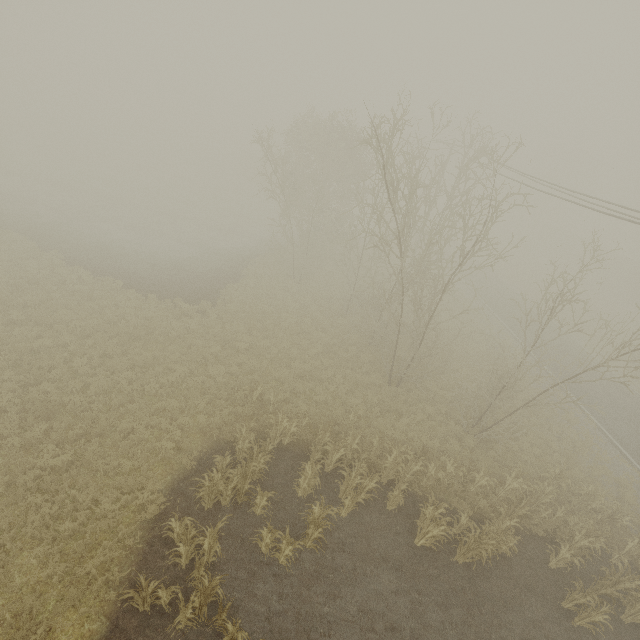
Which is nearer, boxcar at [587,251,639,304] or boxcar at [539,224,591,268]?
boxcar at [587,251,639,304]

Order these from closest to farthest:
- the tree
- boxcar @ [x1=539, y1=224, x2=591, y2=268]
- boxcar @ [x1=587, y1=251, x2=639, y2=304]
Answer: the tree, boxcar @ [x1=587, y1=251, x2=639, y2=304], boxcar @ [x1=539, y1=224, x2=591, y2=268]

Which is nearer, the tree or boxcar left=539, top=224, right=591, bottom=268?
the tree

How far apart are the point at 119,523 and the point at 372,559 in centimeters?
765cm

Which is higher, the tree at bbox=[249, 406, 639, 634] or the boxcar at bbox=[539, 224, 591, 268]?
the boxcar at bbox=[539, 224, 591, 268]

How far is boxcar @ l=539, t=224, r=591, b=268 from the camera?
51.78m

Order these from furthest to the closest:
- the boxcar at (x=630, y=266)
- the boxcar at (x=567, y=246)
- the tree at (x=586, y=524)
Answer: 1. the boxcar at (x=567, y=246)
2. the boxcar at (x=630, y=266)
3. the tree at (x=586, y=524)

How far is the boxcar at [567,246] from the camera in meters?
51.8 m
